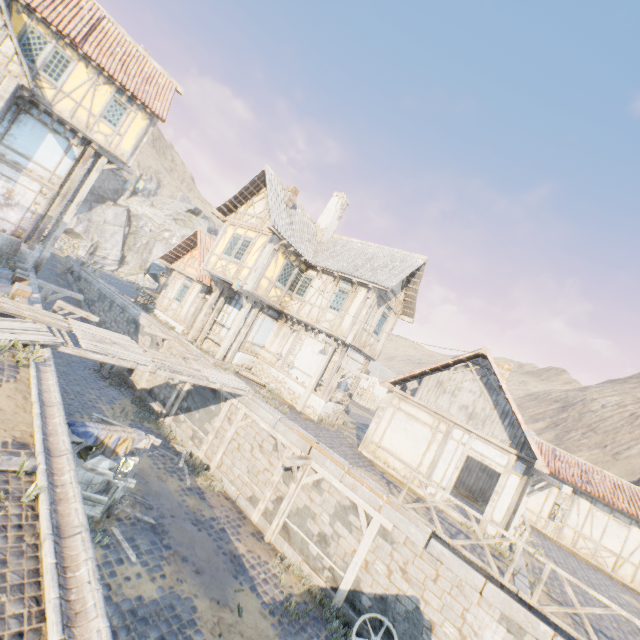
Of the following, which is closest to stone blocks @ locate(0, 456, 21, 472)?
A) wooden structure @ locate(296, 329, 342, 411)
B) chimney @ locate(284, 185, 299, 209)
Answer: wooden structure @ locate(296, 329, 342, 411)

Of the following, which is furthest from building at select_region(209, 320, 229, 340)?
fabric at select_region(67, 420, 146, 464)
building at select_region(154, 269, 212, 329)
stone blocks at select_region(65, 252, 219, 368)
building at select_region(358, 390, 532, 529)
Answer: fabric at select_region(67, 420, 146, 464)

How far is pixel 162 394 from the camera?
15.7 meters

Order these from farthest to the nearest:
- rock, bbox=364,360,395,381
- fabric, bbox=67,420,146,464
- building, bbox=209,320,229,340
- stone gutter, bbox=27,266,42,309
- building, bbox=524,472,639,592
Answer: rock, bbox=364,360,395,381
building, bbox=209,320,229,340
building, bbox=524,472,639,592
stone gutter, bbox=27,266,42,309
fabric, bbox=67,420,146,464

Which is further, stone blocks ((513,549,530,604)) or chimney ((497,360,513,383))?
chimney ((497,360,513,383))

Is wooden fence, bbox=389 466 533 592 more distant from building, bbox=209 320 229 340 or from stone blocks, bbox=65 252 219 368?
building, bbox=209 320 229 340

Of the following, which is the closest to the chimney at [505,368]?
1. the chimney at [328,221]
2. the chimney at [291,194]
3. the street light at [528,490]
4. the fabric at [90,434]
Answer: the street light at [528,490]

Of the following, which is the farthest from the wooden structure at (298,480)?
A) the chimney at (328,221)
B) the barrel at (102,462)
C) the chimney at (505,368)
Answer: the chimney at (505,368)
